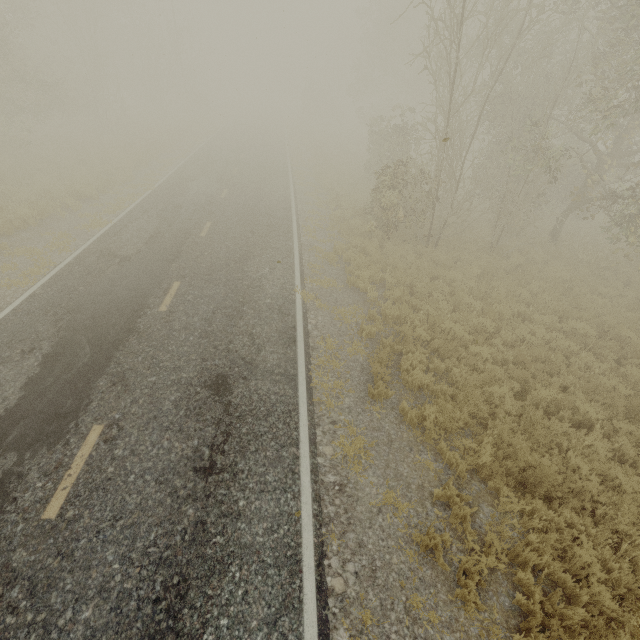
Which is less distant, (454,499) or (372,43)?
(454,499)

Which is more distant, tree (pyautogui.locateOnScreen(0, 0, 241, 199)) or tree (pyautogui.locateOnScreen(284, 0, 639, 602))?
tree (pyautogui.locateOnScreen(0, 0, 241, 199))

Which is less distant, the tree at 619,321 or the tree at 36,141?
the tree at 619,321
